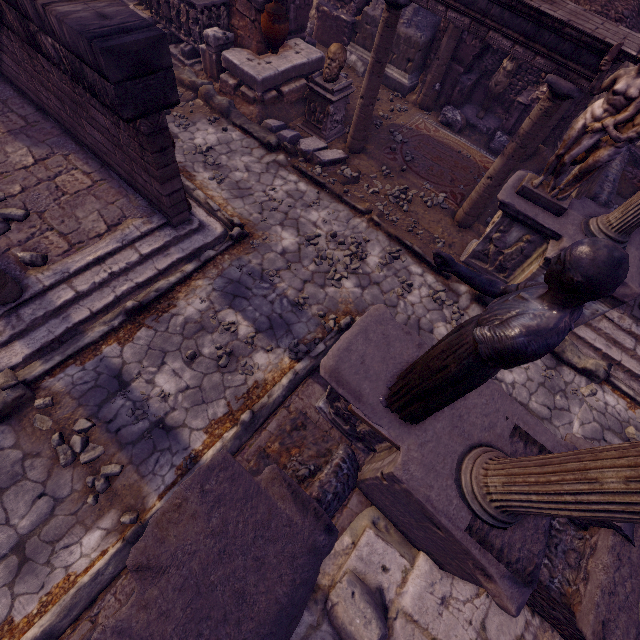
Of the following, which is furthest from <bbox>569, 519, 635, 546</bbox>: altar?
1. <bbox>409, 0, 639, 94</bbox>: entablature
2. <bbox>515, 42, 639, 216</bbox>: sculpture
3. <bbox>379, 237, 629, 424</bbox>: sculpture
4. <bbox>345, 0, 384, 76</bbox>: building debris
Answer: <bbox>345, 0, 384, 76</bbox>: building debris

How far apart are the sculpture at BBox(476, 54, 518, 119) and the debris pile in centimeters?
516cm

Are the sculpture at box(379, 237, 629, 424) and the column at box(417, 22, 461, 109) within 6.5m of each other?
no

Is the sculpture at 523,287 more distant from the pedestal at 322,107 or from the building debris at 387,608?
the pedestal at 322,107

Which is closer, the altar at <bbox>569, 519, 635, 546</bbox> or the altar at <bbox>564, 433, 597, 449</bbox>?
the altar at <bbox>569, 519, 635, 546</bbox>

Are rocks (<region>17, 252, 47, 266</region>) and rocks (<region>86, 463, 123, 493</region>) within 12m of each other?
yes

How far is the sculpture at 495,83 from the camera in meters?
8.7 m

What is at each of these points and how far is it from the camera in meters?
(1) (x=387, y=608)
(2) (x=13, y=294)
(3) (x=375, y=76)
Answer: (1) building debris, 3.6 m
(2) column, 4.4 m
(3) column, 6.7 m
